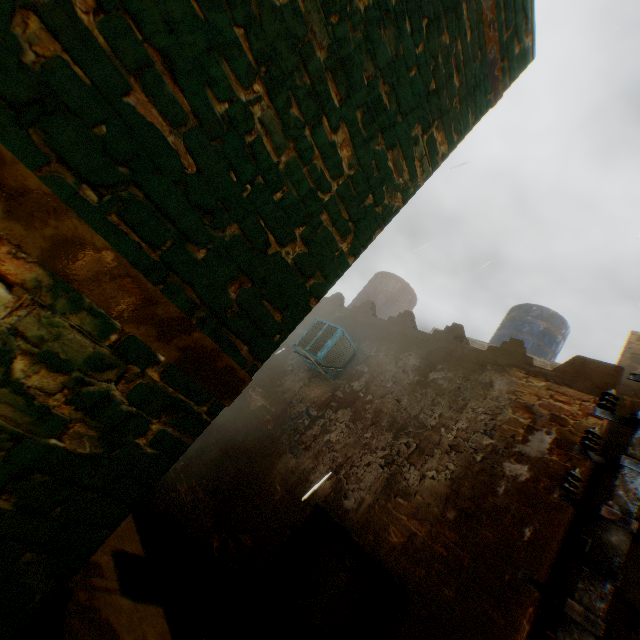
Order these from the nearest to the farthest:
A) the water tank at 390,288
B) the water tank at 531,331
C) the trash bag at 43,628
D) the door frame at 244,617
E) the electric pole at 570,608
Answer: the electric pole at 570,608 → the trash bag at 43,628 → the door frame at 244,617 → the water tank at 531,331 → the water tank at 390,288

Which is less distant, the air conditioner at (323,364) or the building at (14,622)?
the building at (14,622)

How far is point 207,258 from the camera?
1.5m

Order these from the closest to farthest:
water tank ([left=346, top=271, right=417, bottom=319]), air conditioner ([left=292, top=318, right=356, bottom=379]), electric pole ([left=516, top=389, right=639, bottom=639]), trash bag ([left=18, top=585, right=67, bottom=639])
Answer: electric pole ([left=516, top=389, right=639, bottom=639])
trash bag ([left=18, top=585, right=67, bottom=639])
air conditioner ([left=292, top=318, right=356, bottom=379])
water tank ([left=346, top=271, right=417, bottom=319])

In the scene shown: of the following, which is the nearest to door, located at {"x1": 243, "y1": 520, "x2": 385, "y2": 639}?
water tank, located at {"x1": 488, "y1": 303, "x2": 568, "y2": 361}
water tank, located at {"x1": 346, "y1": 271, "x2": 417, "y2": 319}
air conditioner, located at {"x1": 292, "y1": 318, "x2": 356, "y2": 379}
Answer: air conditioner, located at {"x1": 292, "y1": 318, "x2": 356, "y2": 379}

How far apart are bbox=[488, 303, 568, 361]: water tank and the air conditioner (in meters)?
4.64

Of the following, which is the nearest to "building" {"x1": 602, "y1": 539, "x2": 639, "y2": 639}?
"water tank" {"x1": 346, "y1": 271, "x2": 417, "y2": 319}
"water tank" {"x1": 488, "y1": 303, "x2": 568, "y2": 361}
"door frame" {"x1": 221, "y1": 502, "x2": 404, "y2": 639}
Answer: "door frame" {"x1": 221, "y1": 502, "x2": 404, "y2": 639}

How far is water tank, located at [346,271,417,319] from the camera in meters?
9.1
